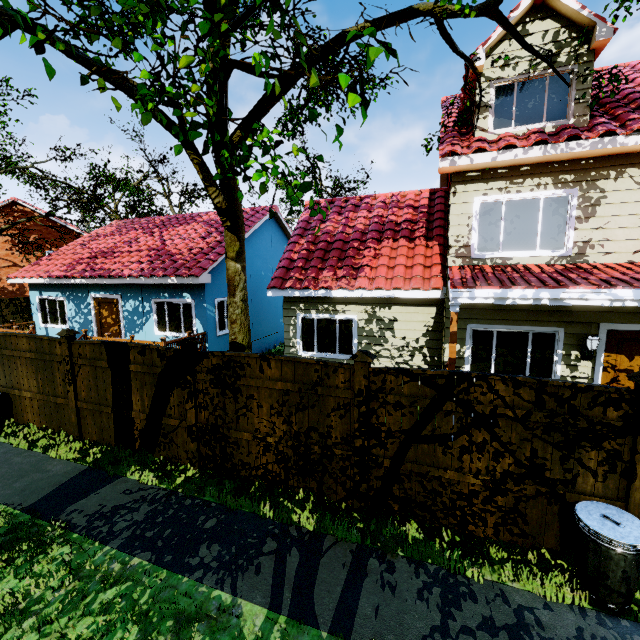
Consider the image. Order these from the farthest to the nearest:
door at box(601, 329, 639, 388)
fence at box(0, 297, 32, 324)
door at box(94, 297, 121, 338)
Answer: fence at box(0, 297, 32, 324) → door at box(94, 297, 121, 338) → door at box(601, 329, 639, 388)

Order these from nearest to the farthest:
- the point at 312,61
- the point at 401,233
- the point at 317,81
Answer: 1. the point at 317,81
2. the point at 312,61
3. the point at 401,233

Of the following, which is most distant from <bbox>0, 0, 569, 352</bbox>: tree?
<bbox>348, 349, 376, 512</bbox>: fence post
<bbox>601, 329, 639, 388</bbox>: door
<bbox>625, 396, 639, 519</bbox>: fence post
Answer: <bbox>601, 329, 639, 388</bbox>: door

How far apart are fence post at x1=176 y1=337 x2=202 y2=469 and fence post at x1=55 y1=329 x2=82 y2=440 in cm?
303

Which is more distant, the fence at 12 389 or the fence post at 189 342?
the fence at 12 389

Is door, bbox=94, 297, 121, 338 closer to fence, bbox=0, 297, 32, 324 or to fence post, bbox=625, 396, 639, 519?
fence, bbox=0, 297, 32, 324

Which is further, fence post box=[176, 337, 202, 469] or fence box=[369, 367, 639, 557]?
fence post box=[176, 337, 202, 469]

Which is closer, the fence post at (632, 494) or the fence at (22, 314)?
the fence post at (632, 494)
